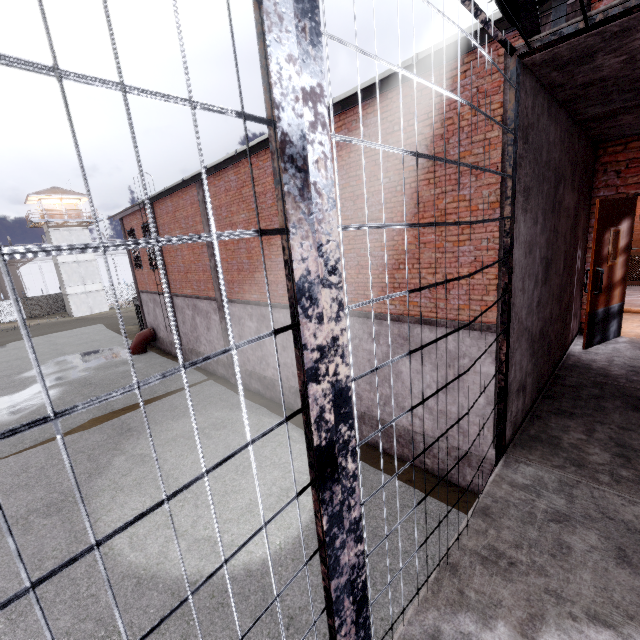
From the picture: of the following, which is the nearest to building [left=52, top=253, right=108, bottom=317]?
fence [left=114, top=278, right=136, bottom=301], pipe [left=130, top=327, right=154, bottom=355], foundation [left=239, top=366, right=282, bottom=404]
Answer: fence [left=114, top=278, right=136, bottom=301]

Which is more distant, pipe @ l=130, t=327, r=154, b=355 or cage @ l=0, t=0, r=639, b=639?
pipe @ l=130, t=327, r=154, b=355

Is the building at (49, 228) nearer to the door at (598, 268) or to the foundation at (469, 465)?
the foundation at (469, 465)

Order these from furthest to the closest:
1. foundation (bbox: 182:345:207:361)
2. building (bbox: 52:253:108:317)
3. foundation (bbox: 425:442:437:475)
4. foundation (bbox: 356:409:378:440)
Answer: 1. building (bbox: 52:253:108:317)
2. foundation (bbox: 182:345:207:361)
3. foundation (bbox: 356:409:378:440)
4. foundation (bbox: 425:442:437:475)

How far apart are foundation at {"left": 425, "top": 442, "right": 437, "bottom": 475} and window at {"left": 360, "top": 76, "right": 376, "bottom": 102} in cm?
773

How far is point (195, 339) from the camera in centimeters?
1733cm

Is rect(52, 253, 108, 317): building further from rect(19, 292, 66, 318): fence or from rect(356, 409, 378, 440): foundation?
rect(356, 409, 378, 440): foundation

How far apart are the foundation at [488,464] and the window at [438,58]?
7.7m
